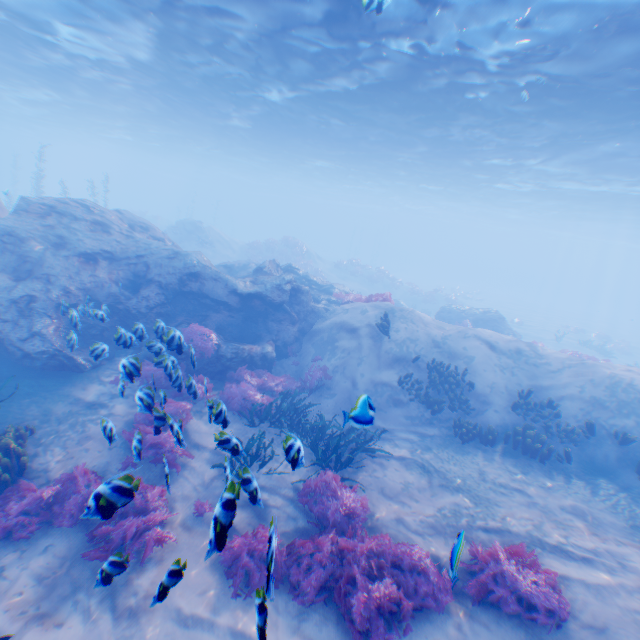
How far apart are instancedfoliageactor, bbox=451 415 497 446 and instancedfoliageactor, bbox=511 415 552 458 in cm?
99

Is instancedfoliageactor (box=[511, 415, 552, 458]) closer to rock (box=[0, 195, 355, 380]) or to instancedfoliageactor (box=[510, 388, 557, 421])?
instancedfoliageactor (box=[510, 388, 557, 421])

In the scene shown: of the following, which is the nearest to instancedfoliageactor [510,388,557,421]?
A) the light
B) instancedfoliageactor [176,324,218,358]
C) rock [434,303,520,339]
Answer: instancedfoliageactor [176,324,218,358]

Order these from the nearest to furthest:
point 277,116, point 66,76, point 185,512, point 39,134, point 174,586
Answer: point 174,586 < point 185,512 < point 66,76 < point 277,116 < point 39,134

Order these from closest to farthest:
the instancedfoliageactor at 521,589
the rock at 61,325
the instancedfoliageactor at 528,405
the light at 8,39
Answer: the instancedfoliageactor at 521,589 → the rock at 61,325 → the light at 8,39 → the instancedfoliageactor at 528,405

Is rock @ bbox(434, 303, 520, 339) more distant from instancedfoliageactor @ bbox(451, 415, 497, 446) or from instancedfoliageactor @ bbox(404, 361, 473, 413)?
instancedfoliageactor @ bbox(451, 415, 497, 446)

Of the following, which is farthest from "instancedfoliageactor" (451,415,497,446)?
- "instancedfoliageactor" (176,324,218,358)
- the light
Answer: the light

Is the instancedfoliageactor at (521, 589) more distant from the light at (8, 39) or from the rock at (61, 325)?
the light at (8, 39)
